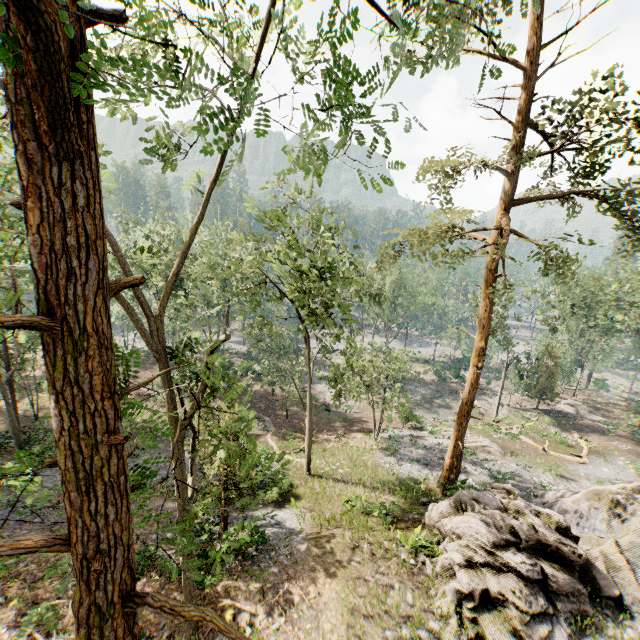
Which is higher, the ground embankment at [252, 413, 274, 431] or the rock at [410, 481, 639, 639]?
the rock at [410, 481, 639, 639]

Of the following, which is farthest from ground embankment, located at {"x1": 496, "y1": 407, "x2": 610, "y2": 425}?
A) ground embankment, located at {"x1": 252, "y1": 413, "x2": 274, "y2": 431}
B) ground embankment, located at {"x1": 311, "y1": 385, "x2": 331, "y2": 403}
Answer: ground embankment, located at {"x1": 252, "y1": 413, "x2": 274, "y2": 431}

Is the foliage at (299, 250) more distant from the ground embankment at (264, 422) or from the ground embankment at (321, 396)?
the ground embankment at (264, 422)

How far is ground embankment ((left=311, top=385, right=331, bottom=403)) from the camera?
40.7m

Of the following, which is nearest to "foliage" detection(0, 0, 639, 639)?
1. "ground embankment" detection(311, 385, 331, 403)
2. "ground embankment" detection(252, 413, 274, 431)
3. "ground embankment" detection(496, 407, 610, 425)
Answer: "ground embankment" detection(496, 407, 610, 425)

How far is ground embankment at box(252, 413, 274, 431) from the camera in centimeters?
3028cm

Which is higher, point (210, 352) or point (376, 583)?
point (210, 352)

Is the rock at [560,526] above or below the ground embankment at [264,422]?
above
